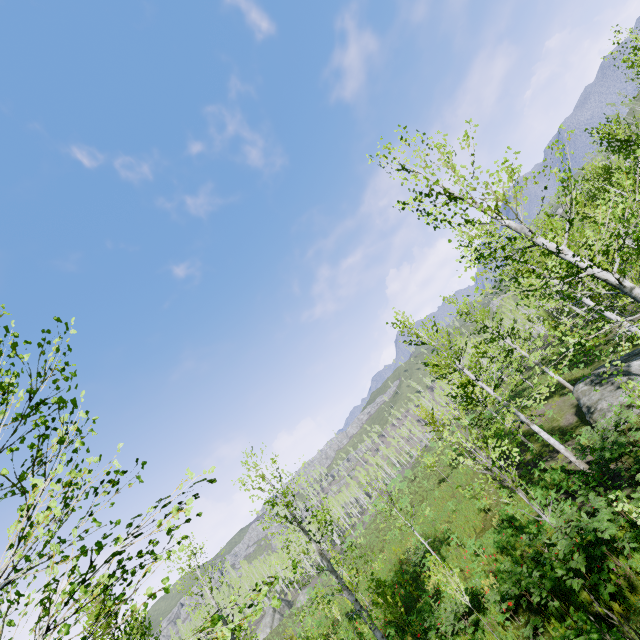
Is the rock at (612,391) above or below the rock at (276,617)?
below

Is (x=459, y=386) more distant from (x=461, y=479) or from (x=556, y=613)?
(x=556, y=613)

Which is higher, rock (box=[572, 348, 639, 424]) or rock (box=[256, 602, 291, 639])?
rock (box=[256, 602, 291, 639])

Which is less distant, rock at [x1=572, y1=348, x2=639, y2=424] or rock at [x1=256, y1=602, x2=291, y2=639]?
rock at [x1=572, y1=348, x2=639, y2=424]

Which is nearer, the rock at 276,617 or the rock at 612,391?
the rock at 612,391
